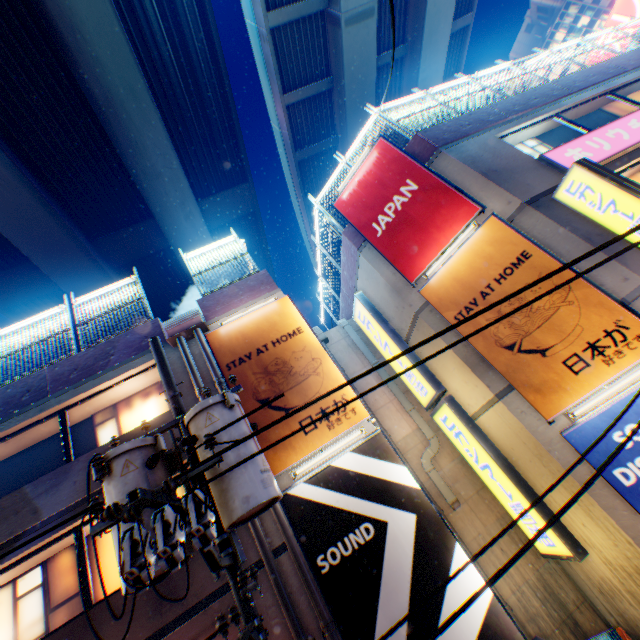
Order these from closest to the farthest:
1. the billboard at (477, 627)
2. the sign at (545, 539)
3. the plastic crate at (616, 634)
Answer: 1. the billboard at (477, 627)
2. the plastic crate at (616, 634)
3. the sign at (545, 539)

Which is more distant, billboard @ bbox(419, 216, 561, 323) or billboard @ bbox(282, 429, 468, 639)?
billboard @ bbox(419, 216, 561, 323)

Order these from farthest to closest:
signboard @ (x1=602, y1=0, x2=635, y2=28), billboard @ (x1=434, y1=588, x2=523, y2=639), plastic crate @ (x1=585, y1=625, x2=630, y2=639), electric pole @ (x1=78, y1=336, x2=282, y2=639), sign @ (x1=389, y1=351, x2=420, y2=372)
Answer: signboard @ (x1=602, y1=0, x2=635, y2=28) → sign @ (x1=389, y1=351, x2=420, y2=372) → plastic crate @ (x1=585, y1=625, x2=630, y2=639) → billboard @ (x1=434, y1=588, x2=523, y2=639) → electric pole @ (x1=78, y1=336, x2=282, y2=639)

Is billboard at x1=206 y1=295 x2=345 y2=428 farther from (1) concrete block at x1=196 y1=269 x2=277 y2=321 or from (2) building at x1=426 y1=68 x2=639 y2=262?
(2) building at x1=426 y1=68 x2=639 y2=262

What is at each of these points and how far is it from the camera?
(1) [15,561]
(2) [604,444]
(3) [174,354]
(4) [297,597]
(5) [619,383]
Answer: (1) building, 6.6m
(2) billboard, 6.4m
(3) building, 9.0m
(4) building, 6.0m
(5) street lamp, 6.4m

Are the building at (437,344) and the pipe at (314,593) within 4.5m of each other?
no

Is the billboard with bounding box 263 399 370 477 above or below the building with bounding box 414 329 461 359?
below

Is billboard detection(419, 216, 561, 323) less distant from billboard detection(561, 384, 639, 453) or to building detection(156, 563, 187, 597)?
billboard detection(561, 384, 639, 453)
